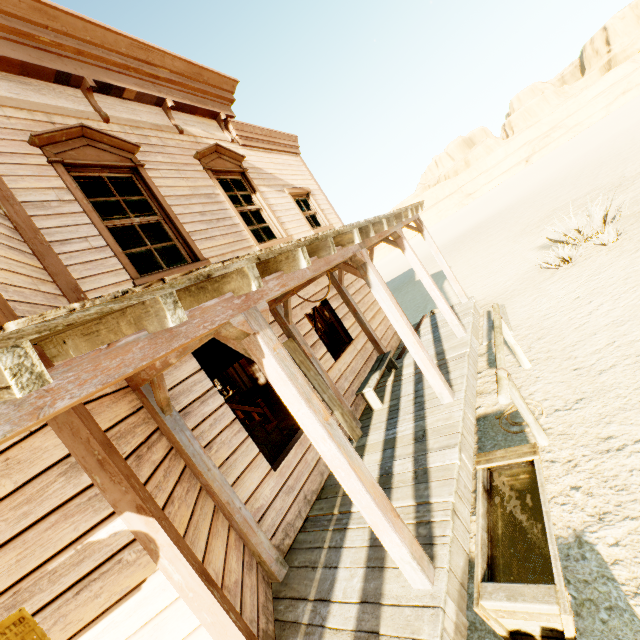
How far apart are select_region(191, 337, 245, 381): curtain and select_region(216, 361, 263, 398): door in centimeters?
817cm

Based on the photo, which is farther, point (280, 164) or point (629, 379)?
point (280, 164)

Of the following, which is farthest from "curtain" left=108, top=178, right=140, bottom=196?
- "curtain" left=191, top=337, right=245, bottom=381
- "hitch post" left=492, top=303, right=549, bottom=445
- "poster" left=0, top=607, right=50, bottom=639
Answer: "hitch post" left=492, top=303, right=549, bottom=445

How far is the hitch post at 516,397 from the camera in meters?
3.3 m

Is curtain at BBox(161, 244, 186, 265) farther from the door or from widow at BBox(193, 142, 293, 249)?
the door

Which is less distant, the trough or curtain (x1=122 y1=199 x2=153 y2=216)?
Result: the trough

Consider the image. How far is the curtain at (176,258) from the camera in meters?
4.8 m

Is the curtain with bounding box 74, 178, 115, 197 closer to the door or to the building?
the building
